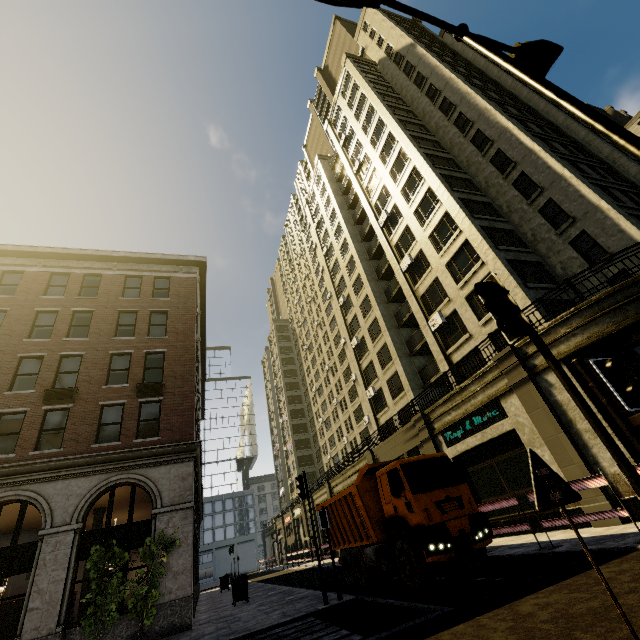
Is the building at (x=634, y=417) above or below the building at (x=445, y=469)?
below

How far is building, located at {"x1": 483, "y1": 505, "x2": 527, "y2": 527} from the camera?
14.7m

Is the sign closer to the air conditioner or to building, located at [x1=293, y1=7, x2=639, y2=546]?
building, located at [x1=293, y1=7, x2=639, y2=546]

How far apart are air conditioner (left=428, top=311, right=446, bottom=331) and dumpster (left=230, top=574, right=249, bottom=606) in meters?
18.4

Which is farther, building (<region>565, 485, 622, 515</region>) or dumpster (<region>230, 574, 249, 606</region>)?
dumpster (<region>230, 574, 249, 606</region>)

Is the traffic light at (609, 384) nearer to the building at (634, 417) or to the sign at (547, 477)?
the sign at (547, 477)

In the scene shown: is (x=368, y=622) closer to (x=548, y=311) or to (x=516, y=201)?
(x=548, y=311)

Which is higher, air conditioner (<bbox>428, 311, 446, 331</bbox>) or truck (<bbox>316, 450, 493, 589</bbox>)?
air conditioner (<bbox>428, 311, 446, 331</bbox>)
